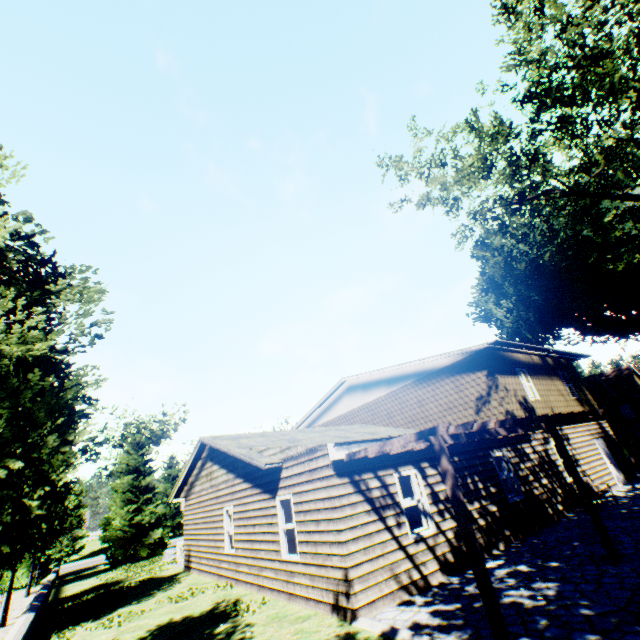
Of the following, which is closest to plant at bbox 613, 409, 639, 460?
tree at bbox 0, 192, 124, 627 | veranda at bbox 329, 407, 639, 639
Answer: tree at bbox 0, 192, 124, 627

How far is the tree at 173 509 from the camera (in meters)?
42.81

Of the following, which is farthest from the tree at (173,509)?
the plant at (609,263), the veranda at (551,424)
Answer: the veranda at (551,424)

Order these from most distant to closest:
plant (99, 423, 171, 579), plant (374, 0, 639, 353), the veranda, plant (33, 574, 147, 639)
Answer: plant (99, 423, 171, 579), plant (374, 0, 639, 353), plant (33, 574, 147, 639), the veranda

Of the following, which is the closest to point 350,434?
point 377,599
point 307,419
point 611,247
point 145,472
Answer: point 377,599

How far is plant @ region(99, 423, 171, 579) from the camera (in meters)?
23.97

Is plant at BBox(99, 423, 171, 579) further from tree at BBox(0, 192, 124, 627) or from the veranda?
the veranda
